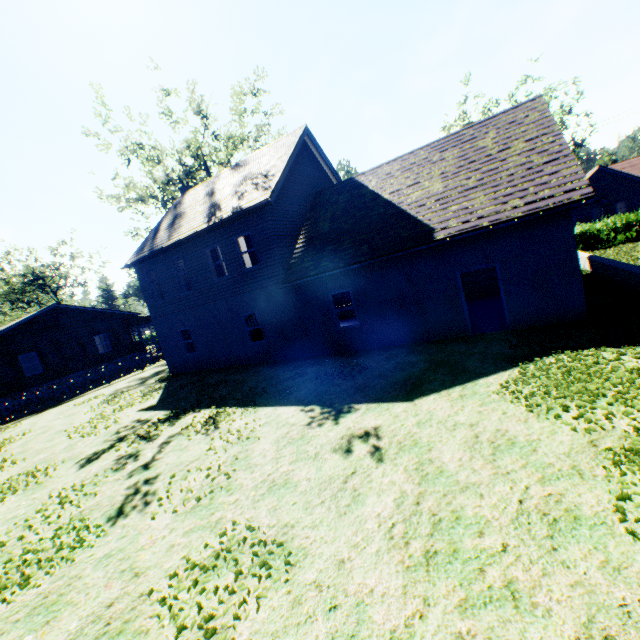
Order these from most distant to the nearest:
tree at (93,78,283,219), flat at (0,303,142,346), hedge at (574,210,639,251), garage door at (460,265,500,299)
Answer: tree at (93,78,283,219)
flat at (0,303,142,346)
hedge at (574,210,639,251)
garage door at (460,265,500,299)

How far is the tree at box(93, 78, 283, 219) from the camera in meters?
26.8

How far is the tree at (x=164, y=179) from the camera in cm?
2684

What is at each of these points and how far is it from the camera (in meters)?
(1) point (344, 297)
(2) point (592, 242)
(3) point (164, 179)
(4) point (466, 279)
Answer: (1) curtain, 23.75
(2) hedge, 23.23
(3) tree, 29.09
(4) garage door, 17.61

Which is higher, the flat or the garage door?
the flat

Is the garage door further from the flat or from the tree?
the flat

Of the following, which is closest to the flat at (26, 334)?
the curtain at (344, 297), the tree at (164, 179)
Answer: the tree at (164, 179)
